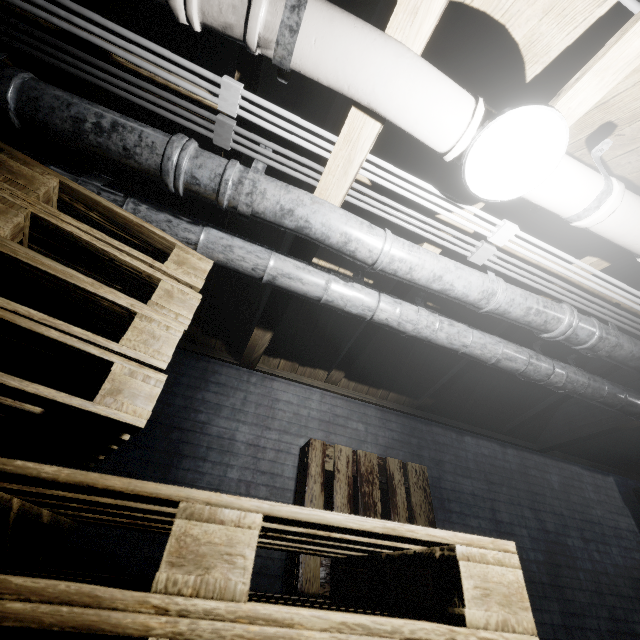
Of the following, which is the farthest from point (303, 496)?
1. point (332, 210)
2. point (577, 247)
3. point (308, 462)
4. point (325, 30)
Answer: point (577, 247)

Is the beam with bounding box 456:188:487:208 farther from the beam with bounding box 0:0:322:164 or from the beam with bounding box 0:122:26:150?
the beam with bounding box 0:122:26:150

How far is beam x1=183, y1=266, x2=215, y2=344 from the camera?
2.12m

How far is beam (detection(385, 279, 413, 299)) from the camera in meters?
2.1 m

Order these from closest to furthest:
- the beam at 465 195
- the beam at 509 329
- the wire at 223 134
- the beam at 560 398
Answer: the wire at 223 134
the beam at 465 195
the beam at 509 329
the beam at 560 398

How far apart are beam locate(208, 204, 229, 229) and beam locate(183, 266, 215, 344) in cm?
27

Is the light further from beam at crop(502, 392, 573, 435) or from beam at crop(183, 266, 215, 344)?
beam at crop(183, 266, 215, 344)

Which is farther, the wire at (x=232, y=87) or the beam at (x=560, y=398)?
the beam at (x=560, y=398)
